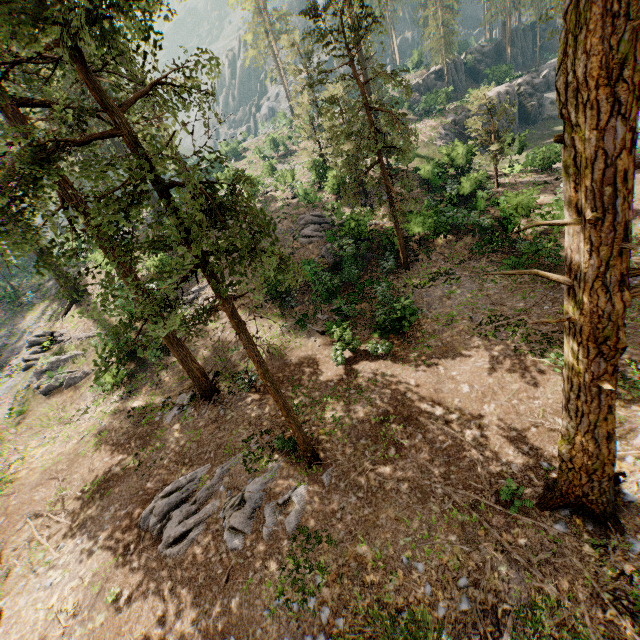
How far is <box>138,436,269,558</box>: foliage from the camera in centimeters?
1038cm

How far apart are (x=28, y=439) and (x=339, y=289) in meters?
20.5 m

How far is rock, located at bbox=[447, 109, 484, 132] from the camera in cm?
3850

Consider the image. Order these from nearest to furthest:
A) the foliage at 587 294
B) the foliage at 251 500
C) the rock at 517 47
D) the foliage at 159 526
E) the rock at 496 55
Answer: the foliage at 587 294 < the foliage at 251 500 < the foliage at 159 526 < the rock at 496 55 < the rock at 517 47

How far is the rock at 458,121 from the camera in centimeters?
3850cm

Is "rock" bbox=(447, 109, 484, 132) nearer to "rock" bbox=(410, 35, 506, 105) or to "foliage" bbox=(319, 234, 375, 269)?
"rock" bbox=(410, 35, 506, 105)

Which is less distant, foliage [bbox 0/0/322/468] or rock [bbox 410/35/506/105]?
foliage [bbox 0/0/322/468]
